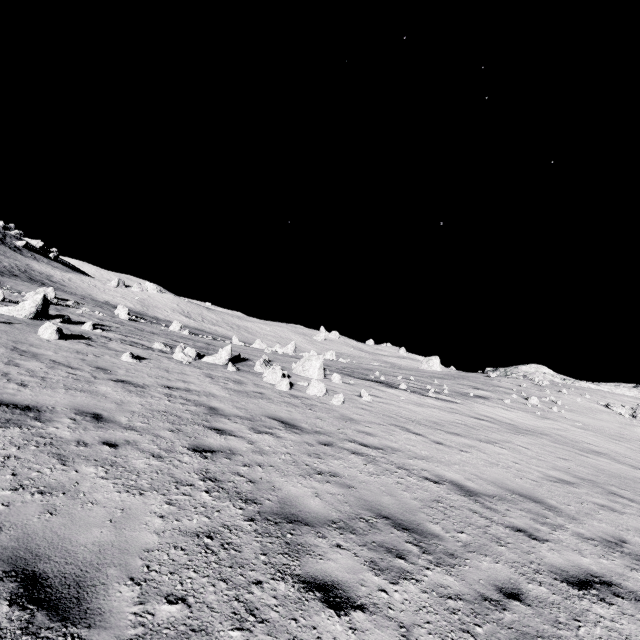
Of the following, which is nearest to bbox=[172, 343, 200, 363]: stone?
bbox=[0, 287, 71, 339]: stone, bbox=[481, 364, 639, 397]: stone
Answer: bbox=[0, 287, 71, 339]: stone

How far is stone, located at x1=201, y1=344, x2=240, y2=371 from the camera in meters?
13.6 m

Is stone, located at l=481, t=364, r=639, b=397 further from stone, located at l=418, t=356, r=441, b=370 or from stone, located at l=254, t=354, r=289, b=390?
stone, located at l=254, t=354, r=289, b=390

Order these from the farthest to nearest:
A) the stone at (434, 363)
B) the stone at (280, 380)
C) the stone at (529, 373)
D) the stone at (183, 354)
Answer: the stone at (434, 363) → the stone at (529, 373) → the stone at (183, 354) → the stone at (280, 380)

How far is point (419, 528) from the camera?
4.74m

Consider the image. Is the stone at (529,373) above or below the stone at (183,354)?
above

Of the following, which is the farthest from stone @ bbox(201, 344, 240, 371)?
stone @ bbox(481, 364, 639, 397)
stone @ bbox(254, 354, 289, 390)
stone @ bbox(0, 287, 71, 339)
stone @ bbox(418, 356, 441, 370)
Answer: stone @ bbox(418, 356, 441, 370)

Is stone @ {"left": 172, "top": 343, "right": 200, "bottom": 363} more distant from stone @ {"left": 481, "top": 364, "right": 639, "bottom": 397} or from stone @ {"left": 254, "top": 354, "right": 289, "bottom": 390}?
stone @ {"left": 481, "top": 364, "right": 639, "bottom": 397}
